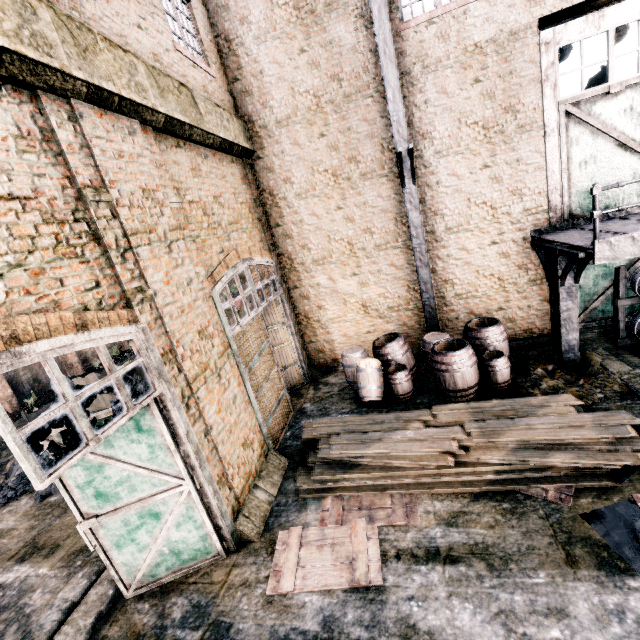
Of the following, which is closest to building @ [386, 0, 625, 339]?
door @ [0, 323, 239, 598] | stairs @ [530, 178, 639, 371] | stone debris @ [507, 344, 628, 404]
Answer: door @ [0, 323, 239, 598]

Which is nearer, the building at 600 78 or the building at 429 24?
the building at 429 24

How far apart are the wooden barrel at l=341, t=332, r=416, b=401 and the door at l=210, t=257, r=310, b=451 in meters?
1.7

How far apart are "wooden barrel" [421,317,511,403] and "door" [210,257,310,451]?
4.29m

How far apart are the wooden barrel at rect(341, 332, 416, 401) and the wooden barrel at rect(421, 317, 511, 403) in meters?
0.6

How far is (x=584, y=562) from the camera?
4.6m

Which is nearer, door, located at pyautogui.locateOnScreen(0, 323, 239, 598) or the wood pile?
door, located at pyautogui.locateOnScreen(0, 323, 239, 598)

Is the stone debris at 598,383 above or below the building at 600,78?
below
